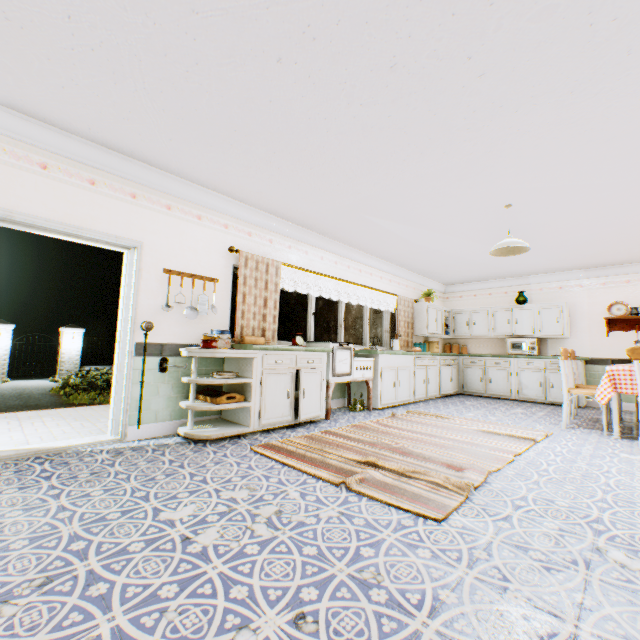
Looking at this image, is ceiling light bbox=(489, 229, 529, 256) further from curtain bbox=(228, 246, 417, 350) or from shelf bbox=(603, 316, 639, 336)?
shelf bbox=(603, 316, 639, 336)

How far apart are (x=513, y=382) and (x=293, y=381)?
6.21m

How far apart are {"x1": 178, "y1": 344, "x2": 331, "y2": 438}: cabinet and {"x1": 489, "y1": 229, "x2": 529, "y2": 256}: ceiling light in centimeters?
271cm

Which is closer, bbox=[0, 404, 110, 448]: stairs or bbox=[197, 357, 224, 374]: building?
bbox=[0, 404, 110, 448]: stairs

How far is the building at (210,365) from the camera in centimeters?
426cm

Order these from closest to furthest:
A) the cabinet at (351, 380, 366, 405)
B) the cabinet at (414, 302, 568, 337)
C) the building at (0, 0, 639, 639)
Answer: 1. the building at (0, 0, 639, 639)
2. the cabinet at (351, 380, 366, 405)
3. the cabinet at (414, 302, 568, 337)

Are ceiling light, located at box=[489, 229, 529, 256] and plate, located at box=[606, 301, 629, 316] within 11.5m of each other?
yes

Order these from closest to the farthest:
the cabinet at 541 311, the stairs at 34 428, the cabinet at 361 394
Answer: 1. the stairs at 34 428
2. the cabinet at 361 394
3. the cabinet at 541 311
